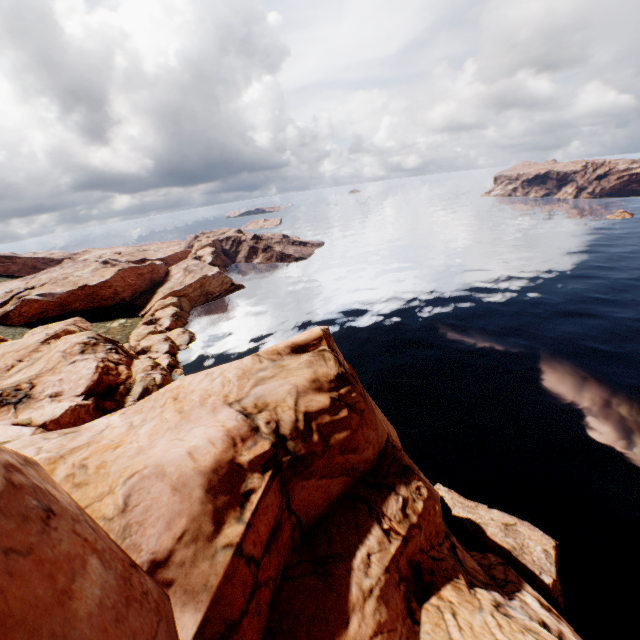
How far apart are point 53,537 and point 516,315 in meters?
66.3 m
